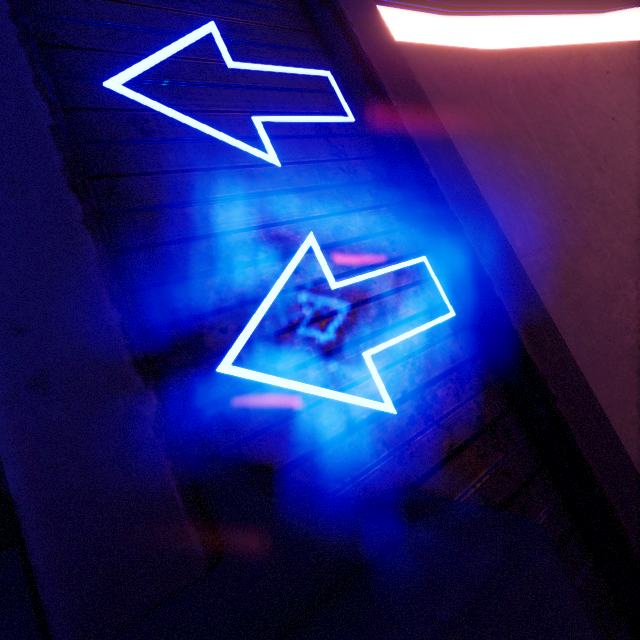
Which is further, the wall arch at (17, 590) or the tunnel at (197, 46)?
the tunnel at (197, 46)

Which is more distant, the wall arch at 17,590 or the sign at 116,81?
the sign at 116,81

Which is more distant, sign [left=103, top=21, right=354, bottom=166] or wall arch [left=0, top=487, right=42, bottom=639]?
sign [left=103, top=21, right=354, bottom=166]

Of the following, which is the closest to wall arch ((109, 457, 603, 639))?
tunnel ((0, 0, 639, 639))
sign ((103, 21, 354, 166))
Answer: tunnel ((0, 0, 639, 639))

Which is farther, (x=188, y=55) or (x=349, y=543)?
(x=188, y=55)

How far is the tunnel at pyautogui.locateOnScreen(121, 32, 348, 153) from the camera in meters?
1.6 m

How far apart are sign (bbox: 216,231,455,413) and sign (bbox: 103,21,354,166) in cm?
42

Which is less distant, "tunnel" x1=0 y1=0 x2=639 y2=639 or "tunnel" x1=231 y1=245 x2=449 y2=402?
"tunnel" x1=0 y1=0 x2=639 y2=639
